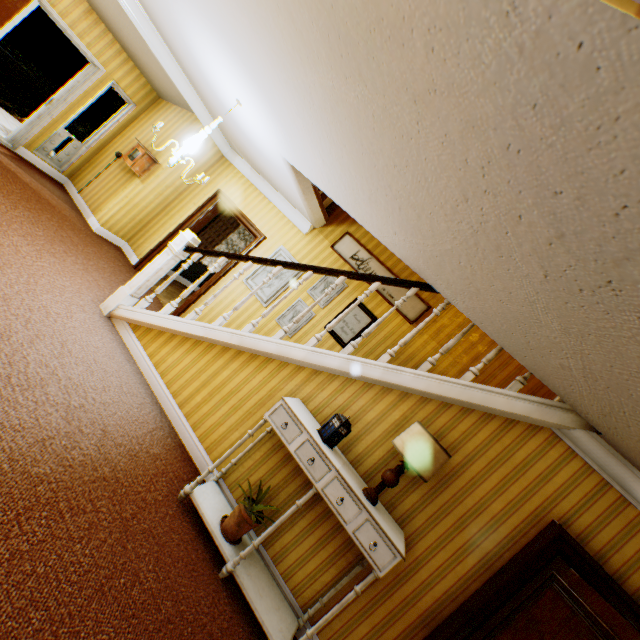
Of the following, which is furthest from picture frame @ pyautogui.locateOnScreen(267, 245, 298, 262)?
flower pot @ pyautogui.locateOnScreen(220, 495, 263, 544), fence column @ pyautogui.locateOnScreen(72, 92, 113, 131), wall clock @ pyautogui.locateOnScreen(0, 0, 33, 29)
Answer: fence column @ pyautogui.locateOnScreen(72, 92, 113, 131)

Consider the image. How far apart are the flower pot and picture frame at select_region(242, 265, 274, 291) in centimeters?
327cm

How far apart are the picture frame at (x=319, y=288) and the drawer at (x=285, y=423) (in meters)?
2.73

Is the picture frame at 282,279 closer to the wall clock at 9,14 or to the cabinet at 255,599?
the cabinet at 255,599

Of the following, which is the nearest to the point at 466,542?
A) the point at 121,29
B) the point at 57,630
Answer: the point at 57,630

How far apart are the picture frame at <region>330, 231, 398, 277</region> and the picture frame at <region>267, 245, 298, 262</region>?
0.62m

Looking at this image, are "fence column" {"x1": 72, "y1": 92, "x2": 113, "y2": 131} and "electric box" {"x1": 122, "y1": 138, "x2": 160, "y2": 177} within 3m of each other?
no

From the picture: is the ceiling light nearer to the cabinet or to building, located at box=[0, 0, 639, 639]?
building, located at box=[0, 0, 639, 639]
